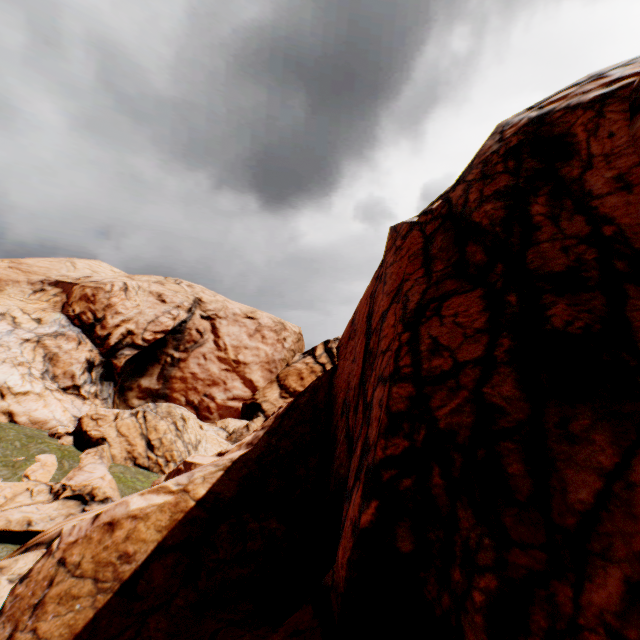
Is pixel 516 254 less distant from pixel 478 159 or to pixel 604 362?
pixel 604 362
